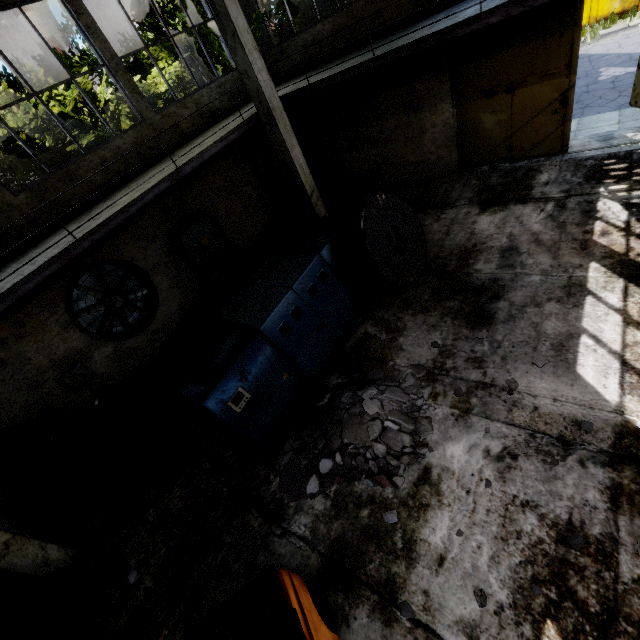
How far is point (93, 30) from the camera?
7.5 meters

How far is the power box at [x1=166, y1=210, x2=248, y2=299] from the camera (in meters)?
9.37

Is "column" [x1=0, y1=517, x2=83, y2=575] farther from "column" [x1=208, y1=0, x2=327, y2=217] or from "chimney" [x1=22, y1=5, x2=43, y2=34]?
"chimney" [x1=22, y1=5, x2=43, y2=34]

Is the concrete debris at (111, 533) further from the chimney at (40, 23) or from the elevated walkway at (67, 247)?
the chimney at (40, 23)

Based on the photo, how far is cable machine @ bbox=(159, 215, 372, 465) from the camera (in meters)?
5.29

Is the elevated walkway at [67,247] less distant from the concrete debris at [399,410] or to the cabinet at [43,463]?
the cabinet at [43,463]

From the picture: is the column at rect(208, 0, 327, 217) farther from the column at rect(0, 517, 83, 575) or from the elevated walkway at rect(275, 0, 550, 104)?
the column at rect(0, 517, 83, 575)

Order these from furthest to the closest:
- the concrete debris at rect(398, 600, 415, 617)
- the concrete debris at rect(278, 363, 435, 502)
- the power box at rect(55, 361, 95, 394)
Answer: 1. the power box at rect(55, 361, 95, 394)
2. the concrete debris at rect(278, 363, 435, 502)
3. the concrete debris at rect(398, 600, 415, 617)
